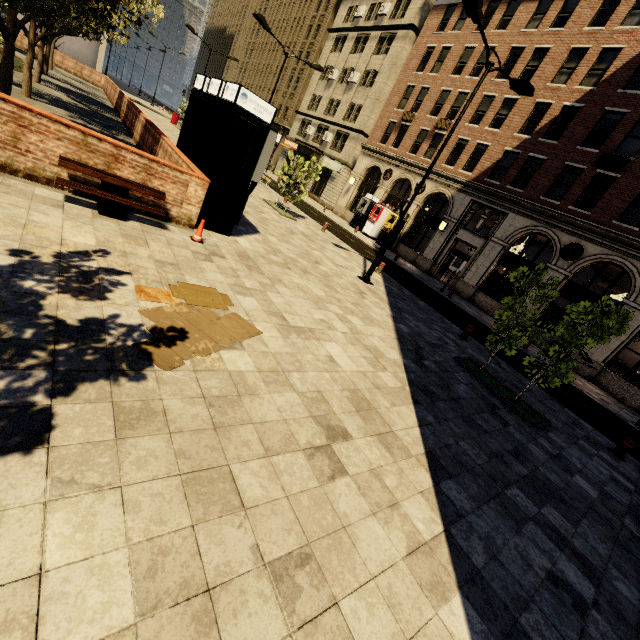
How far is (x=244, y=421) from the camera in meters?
3.4 m

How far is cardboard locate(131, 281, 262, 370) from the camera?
3.7 meters

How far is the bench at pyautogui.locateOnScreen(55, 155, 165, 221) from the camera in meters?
5.8 m

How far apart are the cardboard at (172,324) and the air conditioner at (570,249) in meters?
19.8 m

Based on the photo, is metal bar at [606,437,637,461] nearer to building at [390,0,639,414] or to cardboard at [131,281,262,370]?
cardboard at [131,281,262,370]

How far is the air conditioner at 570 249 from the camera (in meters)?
17.56

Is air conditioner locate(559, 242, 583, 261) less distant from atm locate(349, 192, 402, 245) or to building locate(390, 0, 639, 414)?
building locate(390, 0, 639, 414)

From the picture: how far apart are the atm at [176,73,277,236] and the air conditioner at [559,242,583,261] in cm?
1786
